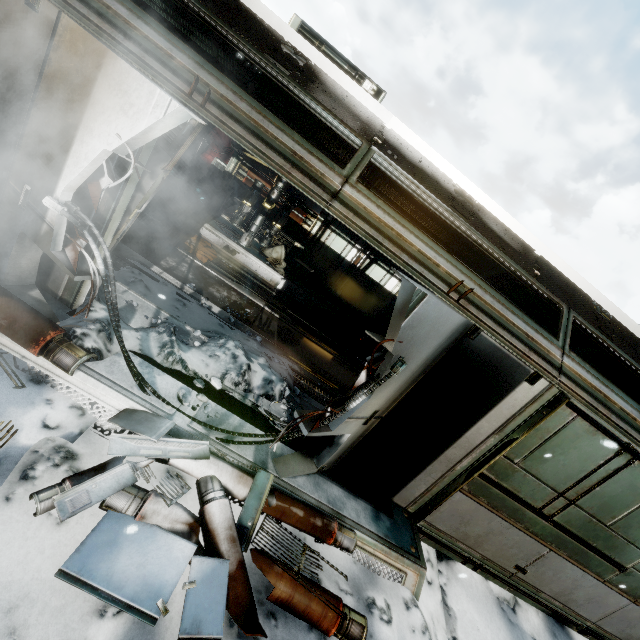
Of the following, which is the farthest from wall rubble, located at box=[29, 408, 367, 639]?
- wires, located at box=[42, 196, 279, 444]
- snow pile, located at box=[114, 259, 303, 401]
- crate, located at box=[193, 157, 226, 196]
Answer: crate, located at box=[193, 157, 226, 196]

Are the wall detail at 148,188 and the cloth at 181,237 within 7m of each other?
yes

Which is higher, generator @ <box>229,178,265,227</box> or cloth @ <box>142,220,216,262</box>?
generator @ <box>229,178,265,227</box>

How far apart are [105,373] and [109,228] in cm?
159

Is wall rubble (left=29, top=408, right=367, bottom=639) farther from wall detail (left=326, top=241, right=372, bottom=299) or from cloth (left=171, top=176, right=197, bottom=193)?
cloth (left=171, top=176, right=197, bottom=193)

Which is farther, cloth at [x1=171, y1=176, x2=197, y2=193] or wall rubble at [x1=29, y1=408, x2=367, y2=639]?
cloth at [x1=171, y1=176, x2=197, y2=193]

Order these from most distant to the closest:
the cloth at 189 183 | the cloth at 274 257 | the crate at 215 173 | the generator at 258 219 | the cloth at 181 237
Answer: the crate at 215 173, the cloth at 189 183, the cloth at 274 257, the generator at 258 219, the cloth at 181 237

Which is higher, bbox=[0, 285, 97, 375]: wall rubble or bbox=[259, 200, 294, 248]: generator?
bbox=[259, 200, 294, 248]: generator
